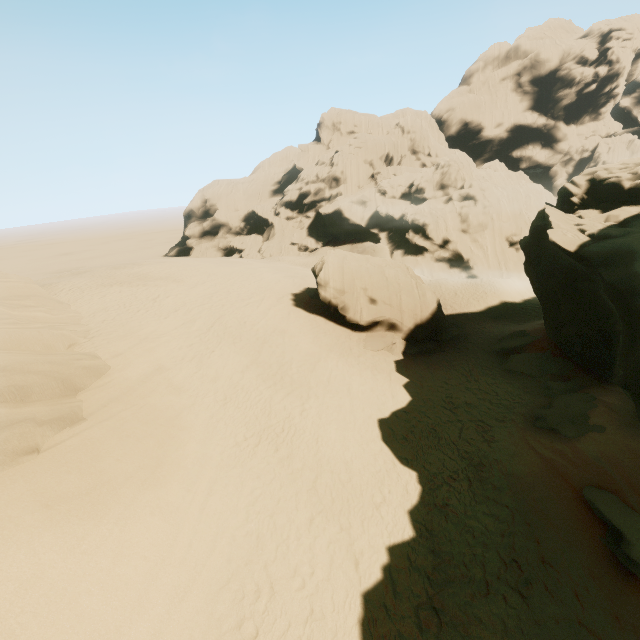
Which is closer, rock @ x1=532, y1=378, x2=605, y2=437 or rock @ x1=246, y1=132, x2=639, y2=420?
rock @ x1=532, y1=378, x2=605, y2=437

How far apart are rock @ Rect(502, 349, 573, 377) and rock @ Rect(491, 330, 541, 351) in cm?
79

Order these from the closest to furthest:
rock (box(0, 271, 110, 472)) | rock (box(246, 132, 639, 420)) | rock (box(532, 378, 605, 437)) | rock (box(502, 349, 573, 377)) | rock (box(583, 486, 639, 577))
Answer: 1. rock (box(583, 486, 639, 577))
2. rock (box(0, 271, 110, 472))
3. rock (box(532, 378, 605, 437))
4. rock (box(246, 132, 639, 420))
5. rock (box(502, 349, 573, 377))

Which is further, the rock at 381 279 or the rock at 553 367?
the rock at 553 367

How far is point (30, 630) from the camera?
5.90m

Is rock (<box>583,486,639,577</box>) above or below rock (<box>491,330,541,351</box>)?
above

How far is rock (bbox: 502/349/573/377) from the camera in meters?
16.9

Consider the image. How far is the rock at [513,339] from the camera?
20.0m
